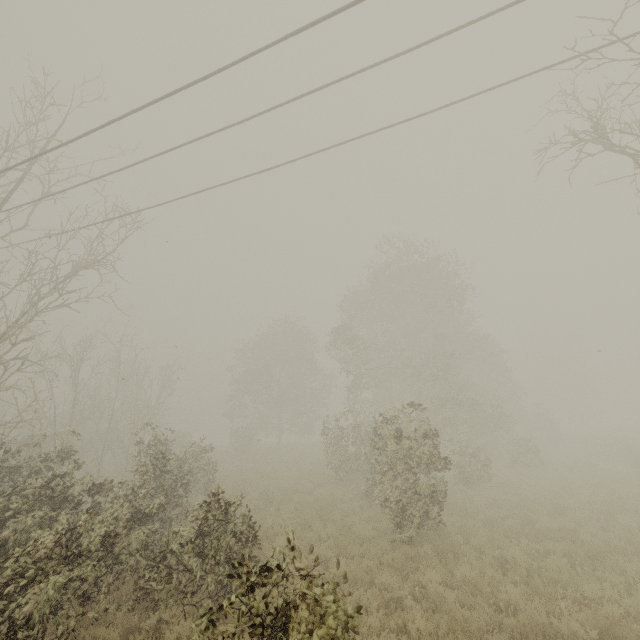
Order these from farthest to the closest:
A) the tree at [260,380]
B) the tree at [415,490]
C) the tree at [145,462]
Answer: the tree at [260,380], the tree at [415,490], the tree at [145,462]

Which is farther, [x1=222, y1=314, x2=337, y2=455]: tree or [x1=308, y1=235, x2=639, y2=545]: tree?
[x1=222, y1=314, x2=337, y2=455]: tree

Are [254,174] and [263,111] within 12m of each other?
yes

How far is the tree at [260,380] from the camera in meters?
33.6 m

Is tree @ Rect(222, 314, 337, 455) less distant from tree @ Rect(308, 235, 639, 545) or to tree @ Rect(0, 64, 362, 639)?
tree @ Rect(0, 64, 362, 639)

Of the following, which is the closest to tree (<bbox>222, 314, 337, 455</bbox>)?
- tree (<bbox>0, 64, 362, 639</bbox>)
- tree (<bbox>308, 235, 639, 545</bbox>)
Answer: tree (<bbox>0, 64, 362, 639</bbox>)

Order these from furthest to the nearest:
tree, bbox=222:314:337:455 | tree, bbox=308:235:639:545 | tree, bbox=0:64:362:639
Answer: tree, bbox=222:314:337:455 → tree, bbox=308:235:639:545 → tree, bbox=0:64:362:639
